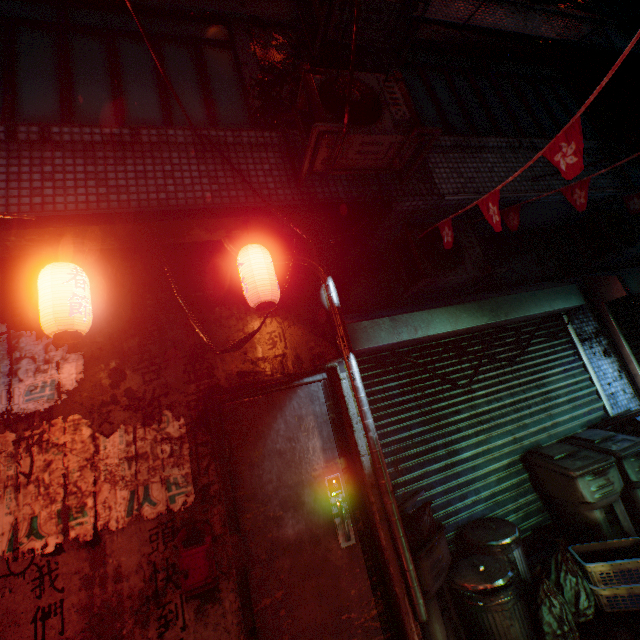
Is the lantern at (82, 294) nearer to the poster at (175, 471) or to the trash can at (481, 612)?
the poster at (175, 471)

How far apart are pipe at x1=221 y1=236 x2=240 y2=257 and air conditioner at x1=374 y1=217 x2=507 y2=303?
1.0m

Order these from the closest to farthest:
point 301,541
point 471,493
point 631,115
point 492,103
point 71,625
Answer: point 71,625, point 301,541, point 471,493, point 492,103, point 631,115

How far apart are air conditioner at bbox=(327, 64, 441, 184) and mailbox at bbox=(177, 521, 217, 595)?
2.7 meters

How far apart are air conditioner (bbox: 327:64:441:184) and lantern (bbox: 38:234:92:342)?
1.81m

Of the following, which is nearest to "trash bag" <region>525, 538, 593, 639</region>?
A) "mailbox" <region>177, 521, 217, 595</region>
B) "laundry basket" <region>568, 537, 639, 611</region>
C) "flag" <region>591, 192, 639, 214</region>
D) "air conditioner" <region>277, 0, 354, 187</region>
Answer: "laundry basket" <region>568, 537, 639, 611</region>

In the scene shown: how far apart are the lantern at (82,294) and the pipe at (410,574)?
1.0m

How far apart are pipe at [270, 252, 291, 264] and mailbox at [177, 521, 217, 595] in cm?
118
